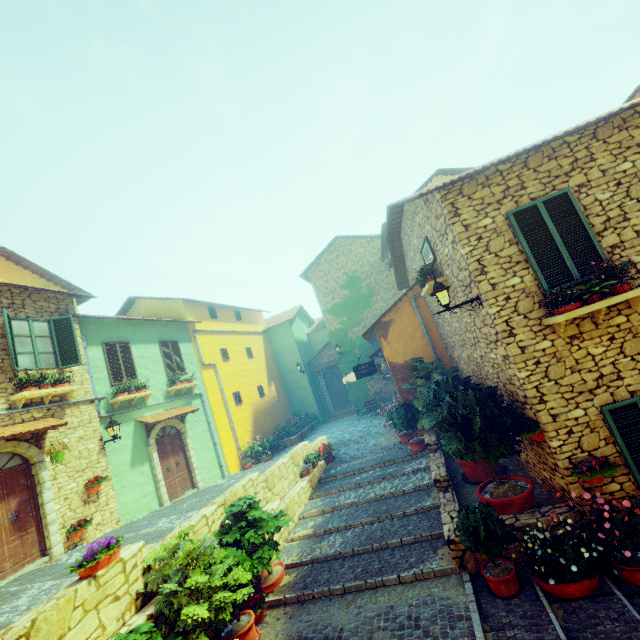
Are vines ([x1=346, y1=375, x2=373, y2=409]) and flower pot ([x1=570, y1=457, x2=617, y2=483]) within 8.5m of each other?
no

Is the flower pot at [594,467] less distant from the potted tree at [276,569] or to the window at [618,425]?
the window at [618,425]

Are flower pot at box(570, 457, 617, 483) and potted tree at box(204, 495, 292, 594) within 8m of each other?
yes

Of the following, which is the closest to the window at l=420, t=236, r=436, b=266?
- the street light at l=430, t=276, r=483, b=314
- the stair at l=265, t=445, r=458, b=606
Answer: the street light at l=430, t=276, r=483, b=314

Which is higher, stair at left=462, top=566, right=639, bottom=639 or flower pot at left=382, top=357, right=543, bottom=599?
flower pot at left=382, top=357, right=543, bottom=599

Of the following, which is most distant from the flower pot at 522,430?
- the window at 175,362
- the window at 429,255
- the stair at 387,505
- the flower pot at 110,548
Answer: the window at 175,362

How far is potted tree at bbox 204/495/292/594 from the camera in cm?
618

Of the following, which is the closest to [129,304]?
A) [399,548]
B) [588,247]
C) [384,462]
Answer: [384,462]
